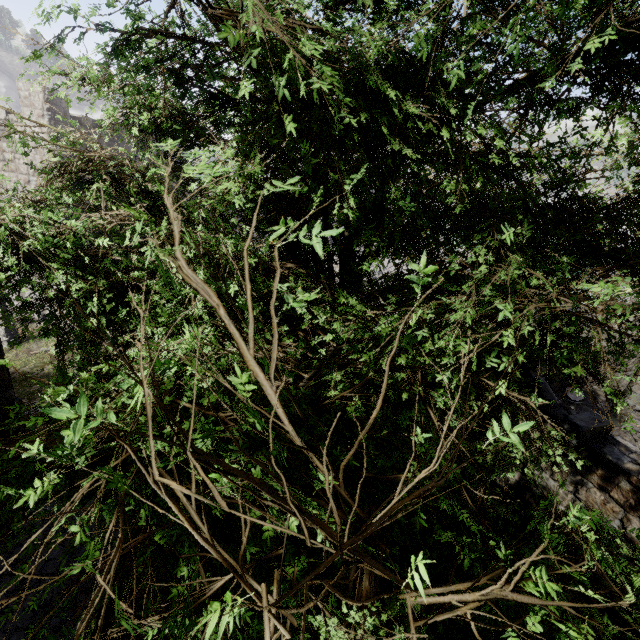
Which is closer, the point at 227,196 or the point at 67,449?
the point at 67,449

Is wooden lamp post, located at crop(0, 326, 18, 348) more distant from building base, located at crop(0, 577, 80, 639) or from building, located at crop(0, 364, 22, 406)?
building base, located at crop(0, 577, 80, 639)

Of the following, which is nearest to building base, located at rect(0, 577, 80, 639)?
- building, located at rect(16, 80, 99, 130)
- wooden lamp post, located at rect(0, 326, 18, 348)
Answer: building, located at rect(16, 80, 99, 130)

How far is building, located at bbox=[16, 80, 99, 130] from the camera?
14.70m

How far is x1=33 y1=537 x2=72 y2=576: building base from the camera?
7.45m

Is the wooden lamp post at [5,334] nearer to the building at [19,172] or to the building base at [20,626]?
the building at [19,172]

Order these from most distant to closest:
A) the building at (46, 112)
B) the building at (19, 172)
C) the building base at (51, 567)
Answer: the building at (19, 172) < the building at (46, 112) < the building base at (51, 567)
